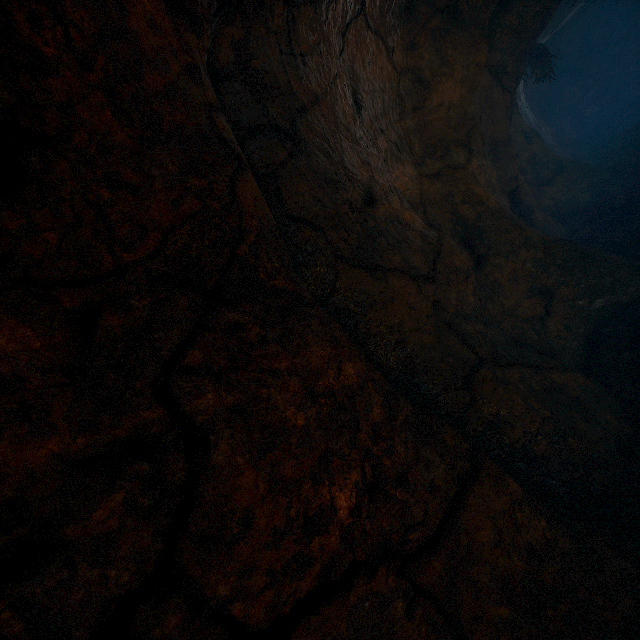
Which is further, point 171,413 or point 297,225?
point 297,225
